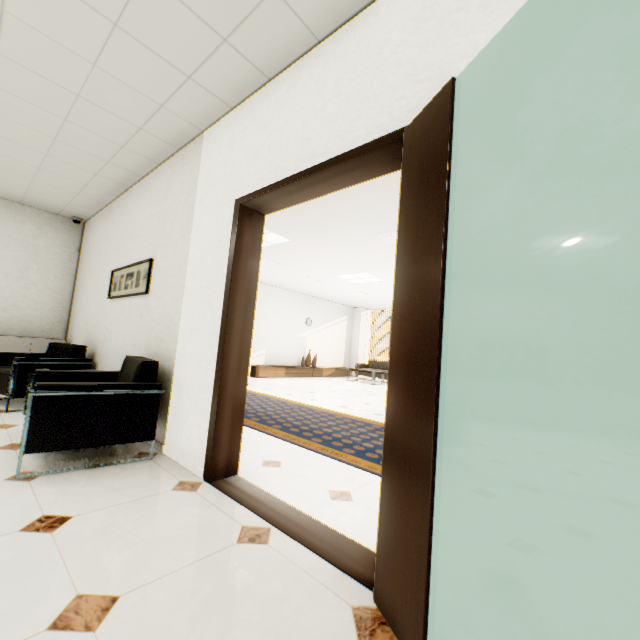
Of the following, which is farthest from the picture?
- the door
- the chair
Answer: the door

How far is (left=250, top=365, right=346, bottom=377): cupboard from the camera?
9.86m

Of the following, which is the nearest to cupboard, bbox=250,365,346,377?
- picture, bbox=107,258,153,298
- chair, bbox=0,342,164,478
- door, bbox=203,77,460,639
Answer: picture, bbox=107,258,153,298

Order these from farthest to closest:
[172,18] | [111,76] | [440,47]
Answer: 1. [111,76]
2. [172,18]
3. [440,47]

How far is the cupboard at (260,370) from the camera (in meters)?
9.86

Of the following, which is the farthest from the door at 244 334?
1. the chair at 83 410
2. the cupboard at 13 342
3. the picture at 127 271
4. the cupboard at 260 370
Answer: the cupboard at 260 370

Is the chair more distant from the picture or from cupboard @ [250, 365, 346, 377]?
cupboard @ [250, 365, 346, 377]

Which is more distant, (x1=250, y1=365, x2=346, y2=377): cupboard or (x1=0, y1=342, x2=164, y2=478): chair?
(x1=250, y1=365, x2=346, y2=377): cupboard
